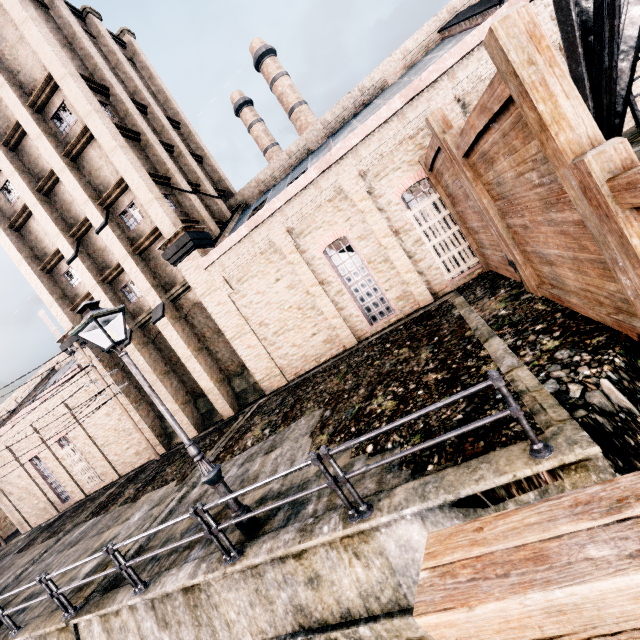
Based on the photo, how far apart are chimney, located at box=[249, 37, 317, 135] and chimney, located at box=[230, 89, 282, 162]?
2.6 meters

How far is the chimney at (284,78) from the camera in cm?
3725

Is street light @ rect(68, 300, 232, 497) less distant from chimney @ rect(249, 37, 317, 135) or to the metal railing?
the metal railing

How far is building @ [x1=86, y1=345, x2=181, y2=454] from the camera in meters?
21.4

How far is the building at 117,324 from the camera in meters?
20.1

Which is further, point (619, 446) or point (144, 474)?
point (144, 474)

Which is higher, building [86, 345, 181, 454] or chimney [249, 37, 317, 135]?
A: chimney [249, 37, 317, 135]
